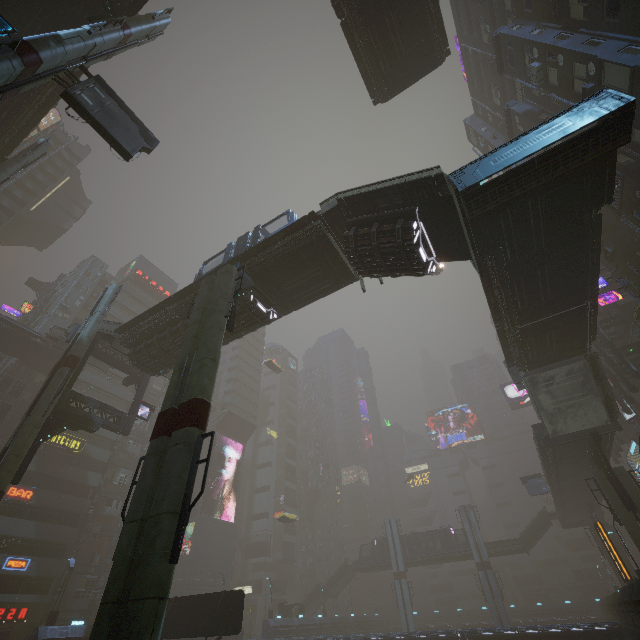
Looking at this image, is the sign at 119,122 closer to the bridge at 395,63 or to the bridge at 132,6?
the bridge at 132,6

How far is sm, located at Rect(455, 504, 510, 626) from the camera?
46.50m

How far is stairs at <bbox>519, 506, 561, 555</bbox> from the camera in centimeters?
5047cm

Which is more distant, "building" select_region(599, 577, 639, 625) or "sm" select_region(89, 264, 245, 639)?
"building" select_region(599, 577, 639, 625)

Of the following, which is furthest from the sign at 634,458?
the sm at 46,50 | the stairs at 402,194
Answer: the stairs at 402,194

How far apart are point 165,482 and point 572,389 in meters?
28.4 m

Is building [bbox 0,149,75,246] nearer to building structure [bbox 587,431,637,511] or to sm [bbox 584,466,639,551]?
sm [bbox 584,466,639,551]

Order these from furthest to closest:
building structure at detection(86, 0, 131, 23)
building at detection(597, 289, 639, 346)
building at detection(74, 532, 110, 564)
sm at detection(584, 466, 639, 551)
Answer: building at detection(74, 532, 110, 564)
building at detection(597, 289, 639, 346)
sm at detection(584, 466, 639, 551)
building structure at detection(86, 0, 131, 23)
